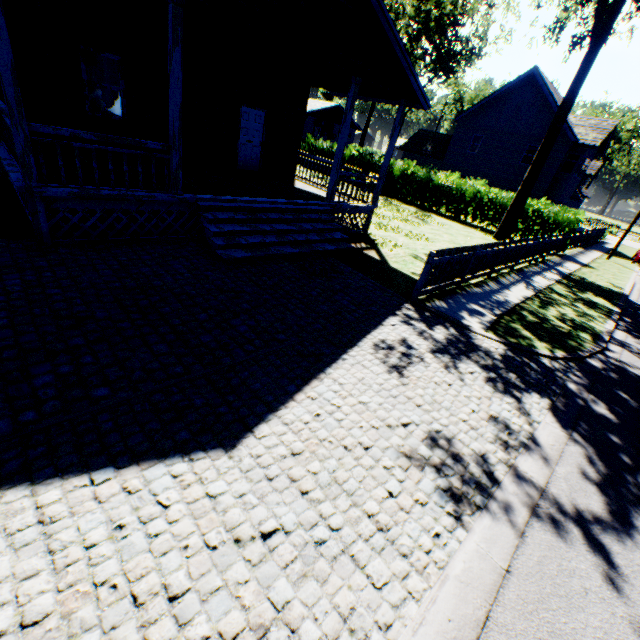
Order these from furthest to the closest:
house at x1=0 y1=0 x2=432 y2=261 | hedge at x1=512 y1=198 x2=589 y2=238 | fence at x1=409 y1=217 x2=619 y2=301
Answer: hedge at x1=512 y1=198 x2=589 y2=238 → fence at x1=409 y1=217 x2=619 y2=301 → house at x1=0 y1=0 x2=432 y2=261

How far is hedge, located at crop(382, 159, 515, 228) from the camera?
19.8m

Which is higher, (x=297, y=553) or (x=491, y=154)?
(x=491, y=154)

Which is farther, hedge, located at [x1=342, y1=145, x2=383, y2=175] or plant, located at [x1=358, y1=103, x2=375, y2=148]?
plant, located at [x1=358, y1=103, x2=375, y2=148]

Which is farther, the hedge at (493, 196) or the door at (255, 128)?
the hedge at (493, 196)

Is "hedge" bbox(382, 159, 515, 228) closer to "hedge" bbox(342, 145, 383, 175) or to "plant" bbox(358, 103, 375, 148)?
"hedge" bbox(342, 145, 383, 175)

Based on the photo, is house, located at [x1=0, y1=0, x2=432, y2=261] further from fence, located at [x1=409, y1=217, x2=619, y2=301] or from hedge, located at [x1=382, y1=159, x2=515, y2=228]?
hedge, located at [x1=382, y1=159, x2=515, y2=228]

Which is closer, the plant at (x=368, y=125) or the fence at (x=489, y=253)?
the fence at (x=489, y=253)
